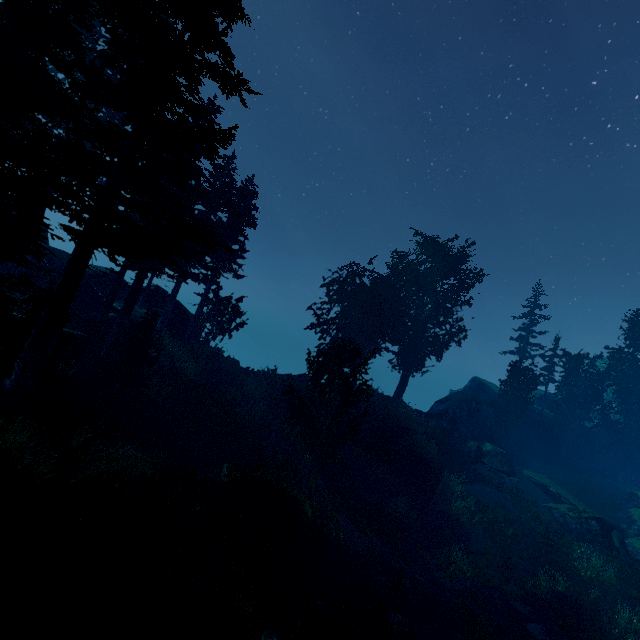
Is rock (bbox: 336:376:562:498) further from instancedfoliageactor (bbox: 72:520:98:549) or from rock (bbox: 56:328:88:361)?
rock (bbox: 56:328:88:361)

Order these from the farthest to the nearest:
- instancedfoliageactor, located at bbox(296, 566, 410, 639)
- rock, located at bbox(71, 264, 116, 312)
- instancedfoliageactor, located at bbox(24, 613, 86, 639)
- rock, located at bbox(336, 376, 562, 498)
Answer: rock, located at bbox(336, 376, 562, 498) → rock, located at bbox(71, 264, 116, 312) → instancedfoliageactor, located at bbox(296, 566, 410, 639) → instancedfoliageactor, located at bbox(24, 613, 86, 639)

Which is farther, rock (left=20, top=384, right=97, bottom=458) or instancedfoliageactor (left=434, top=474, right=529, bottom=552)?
instancedfoliageactor (left=434, top=474, right=529, bottom=552)

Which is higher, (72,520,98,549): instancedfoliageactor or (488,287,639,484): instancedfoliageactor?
(488,287,639,484): instancedfoliageactor

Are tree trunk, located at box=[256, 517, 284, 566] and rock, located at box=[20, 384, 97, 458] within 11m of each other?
yes

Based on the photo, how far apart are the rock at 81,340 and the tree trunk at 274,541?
13.16m

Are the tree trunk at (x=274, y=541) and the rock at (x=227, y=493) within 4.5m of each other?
yes

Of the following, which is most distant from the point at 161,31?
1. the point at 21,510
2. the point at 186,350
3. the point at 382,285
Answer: the point at 382,285
